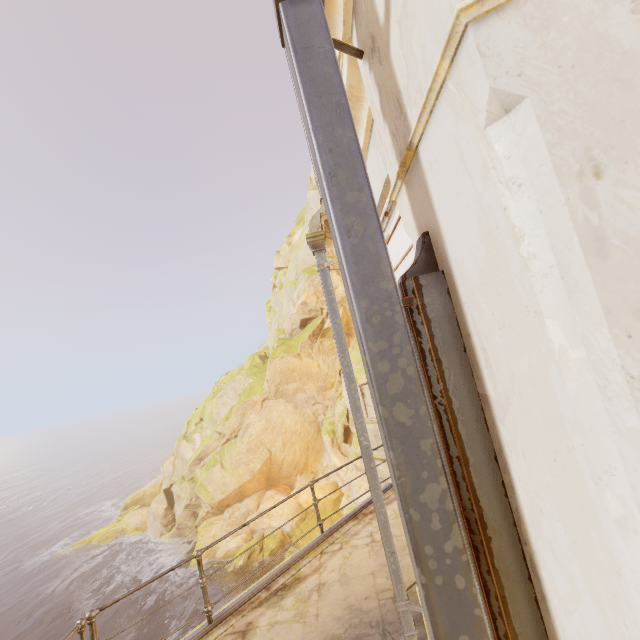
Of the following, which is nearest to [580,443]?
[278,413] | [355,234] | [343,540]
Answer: [355,234]

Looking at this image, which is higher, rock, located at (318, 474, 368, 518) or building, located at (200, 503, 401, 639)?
building, located at (200, 503, 401, 639)

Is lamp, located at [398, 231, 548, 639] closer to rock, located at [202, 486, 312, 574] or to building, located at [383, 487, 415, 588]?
building, located at [383, 487, 415, 588]

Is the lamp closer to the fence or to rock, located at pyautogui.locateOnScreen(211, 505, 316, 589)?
the fence

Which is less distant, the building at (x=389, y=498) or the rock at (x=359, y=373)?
the building at (x=389, y=498)

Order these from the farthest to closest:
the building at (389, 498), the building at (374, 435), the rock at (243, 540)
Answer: the rock at (243, 540)
the building at (374, 435)
the building at (389, 498)

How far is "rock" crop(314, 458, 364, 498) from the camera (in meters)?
18.28

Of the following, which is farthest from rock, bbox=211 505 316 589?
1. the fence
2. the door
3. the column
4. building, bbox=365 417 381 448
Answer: the column
